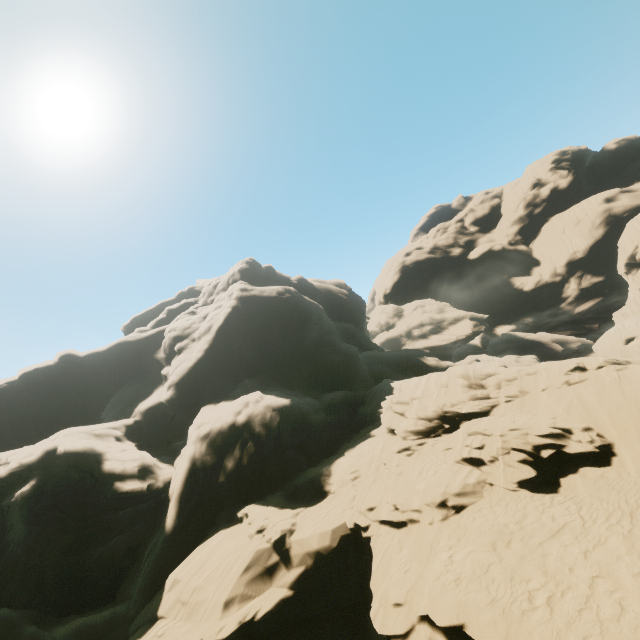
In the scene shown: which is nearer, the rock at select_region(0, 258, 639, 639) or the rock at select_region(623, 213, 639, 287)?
the rock at select_region(0, 258, 639, 639)

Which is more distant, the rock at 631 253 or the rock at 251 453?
the rock at 631 253

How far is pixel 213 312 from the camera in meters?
43.4 m
